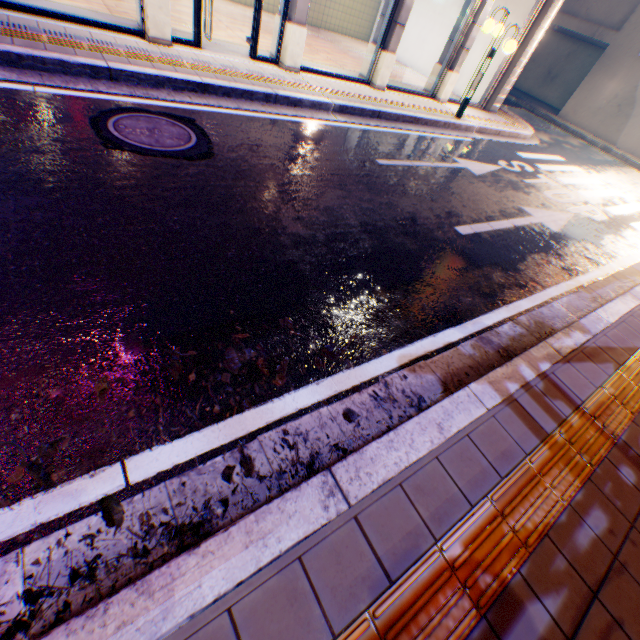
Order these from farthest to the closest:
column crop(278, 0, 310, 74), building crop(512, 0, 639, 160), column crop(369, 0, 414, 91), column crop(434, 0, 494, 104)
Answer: building crop(512, 0, 639, 160), column crop(434, 0, 494, 104), column crop(369, 0, 414, 91), column crop(278, 0, 310, 74)

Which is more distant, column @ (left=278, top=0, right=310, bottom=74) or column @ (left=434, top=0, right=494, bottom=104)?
column @ (left=434, top=0, right=494, bottom=104)

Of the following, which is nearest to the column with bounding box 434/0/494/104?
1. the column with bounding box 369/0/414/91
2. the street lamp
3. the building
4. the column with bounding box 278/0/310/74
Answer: the street lamp

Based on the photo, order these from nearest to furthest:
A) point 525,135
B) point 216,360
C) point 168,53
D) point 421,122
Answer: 1. point 216,360
2. point 168,53
3. point 421,122
4. point 525,135

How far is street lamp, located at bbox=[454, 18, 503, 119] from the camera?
8.2 meters

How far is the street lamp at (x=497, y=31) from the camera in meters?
8.2 m

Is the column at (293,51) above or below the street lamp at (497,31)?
below

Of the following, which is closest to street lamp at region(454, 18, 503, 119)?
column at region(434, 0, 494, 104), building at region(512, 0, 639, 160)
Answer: column at region(434, 0, 494, 104)
